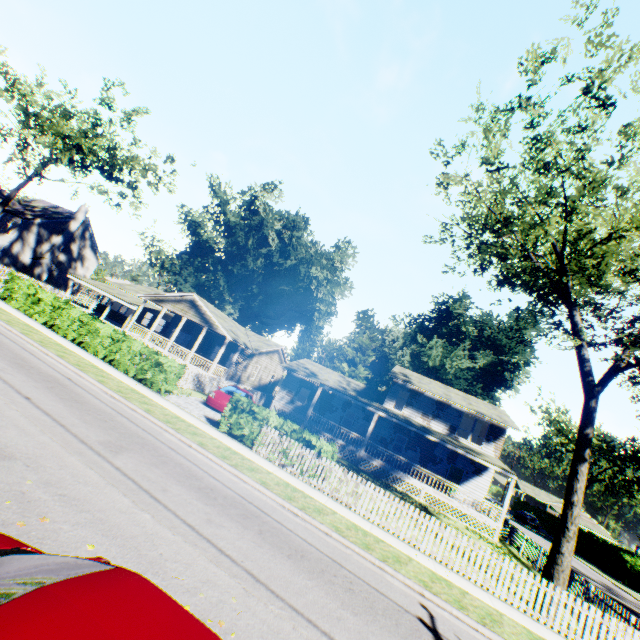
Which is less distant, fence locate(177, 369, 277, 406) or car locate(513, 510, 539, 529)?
fence locate(177, 369, 277, 406)

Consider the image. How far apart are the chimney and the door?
51.4 meters

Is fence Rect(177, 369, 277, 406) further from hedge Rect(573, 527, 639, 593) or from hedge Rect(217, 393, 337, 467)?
hedge Rect(573, 527, 639, 593)

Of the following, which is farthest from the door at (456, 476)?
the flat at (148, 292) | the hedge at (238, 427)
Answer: the flat at (148, 292)

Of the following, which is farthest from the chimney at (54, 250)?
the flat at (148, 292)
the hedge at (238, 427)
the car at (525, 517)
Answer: the car at (525, 517)

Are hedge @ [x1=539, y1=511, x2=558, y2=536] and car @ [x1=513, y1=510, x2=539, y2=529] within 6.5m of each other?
yes

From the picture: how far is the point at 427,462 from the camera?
27.73m

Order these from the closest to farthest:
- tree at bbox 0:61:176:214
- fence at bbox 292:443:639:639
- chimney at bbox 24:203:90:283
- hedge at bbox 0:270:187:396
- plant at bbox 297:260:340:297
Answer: fence at bbox 292:443:639:639 → hedge at bbox 0:270:187:396 → tree at bbox 0:61:176:214 → chimney at bbox 24:203:90:283 → plant at bbox 297:260:340:297
